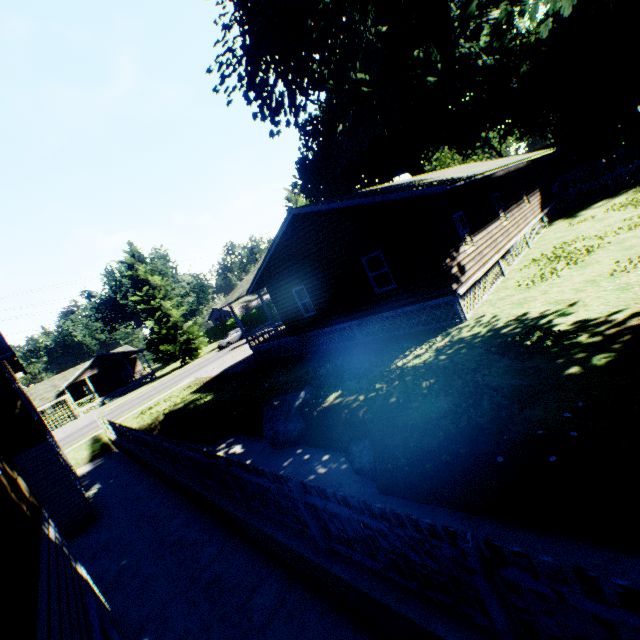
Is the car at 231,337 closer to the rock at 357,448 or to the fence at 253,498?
the fence at 253,498

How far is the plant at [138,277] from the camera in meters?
43.2 m

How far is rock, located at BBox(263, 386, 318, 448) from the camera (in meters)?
10.27

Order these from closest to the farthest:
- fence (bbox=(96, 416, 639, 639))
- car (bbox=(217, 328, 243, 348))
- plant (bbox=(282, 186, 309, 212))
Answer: fence (bbox=(96, 416, 639, 639)) < plant (bbox=(282, 186, 309, 212)) < car (bbox=(217, 328, 243, 348))

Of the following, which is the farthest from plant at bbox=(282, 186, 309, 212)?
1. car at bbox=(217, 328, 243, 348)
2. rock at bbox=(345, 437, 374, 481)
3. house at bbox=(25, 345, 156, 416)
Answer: house at bbox=(25, 345, 156, 416)

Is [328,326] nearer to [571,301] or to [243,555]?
[571,301]

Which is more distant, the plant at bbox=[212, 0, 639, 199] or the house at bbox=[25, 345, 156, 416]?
the house at bbox=[25, 345, 156, 416]

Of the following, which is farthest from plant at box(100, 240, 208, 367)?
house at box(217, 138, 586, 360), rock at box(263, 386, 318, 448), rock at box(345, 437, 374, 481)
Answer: rock at box(345, 437, 374, 481)
